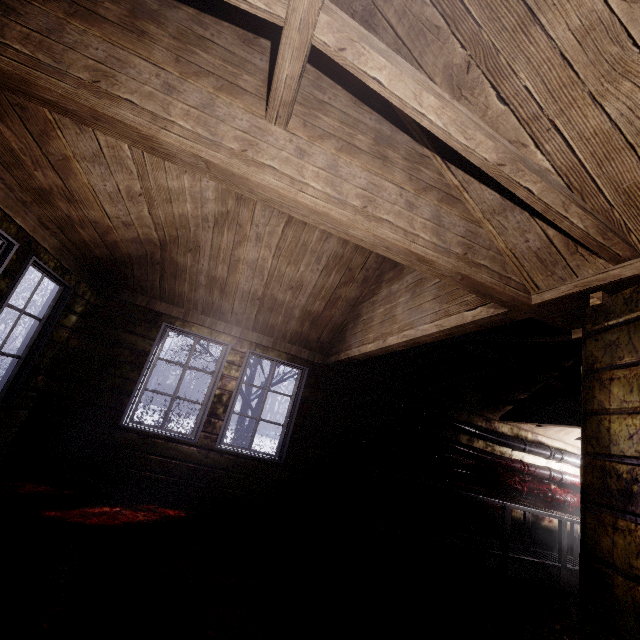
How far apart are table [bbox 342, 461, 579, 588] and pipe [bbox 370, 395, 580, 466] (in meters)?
0.75

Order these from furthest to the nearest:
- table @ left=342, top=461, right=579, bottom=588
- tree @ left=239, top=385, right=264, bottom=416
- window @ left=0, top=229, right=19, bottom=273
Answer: tree @ left=239, top=385, right=264, bottom=416
table @ left=342, top=461, right=579, bottom=588
window @ left=0, top=229, right=19, bottom=273

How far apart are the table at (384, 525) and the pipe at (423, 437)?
0.42m

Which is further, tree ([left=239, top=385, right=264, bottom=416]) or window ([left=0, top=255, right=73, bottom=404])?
tree ([left=239, top=385, right=264, bottom=416])

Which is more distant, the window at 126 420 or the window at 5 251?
the window at 126 420

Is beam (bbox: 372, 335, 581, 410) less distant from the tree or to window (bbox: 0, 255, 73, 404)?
the tree

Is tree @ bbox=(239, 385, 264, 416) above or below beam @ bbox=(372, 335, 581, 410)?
below

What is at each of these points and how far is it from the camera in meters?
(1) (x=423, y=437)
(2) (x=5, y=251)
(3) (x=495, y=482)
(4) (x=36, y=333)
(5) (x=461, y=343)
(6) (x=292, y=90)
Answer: (1) pipe, 4.7 m
(2) window, 2.5 m
(3) pipe, 4.9 m
(4) window, 3.3 m
(5) beam, 3.3 m
(6) beam, 1.2 m
